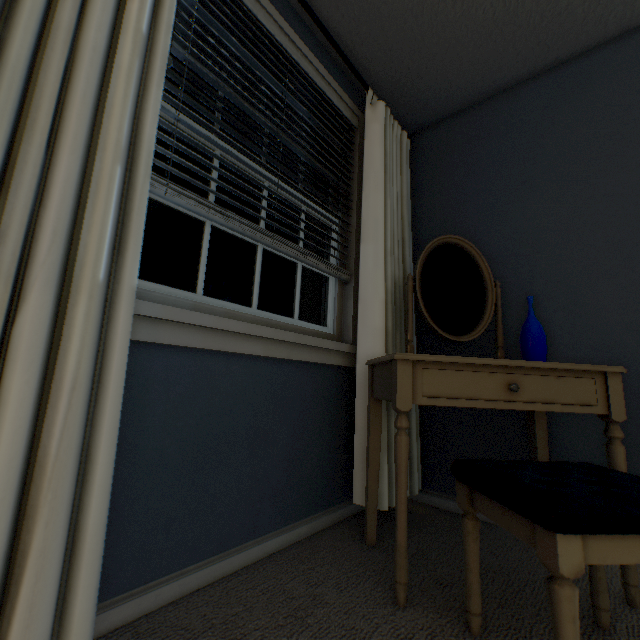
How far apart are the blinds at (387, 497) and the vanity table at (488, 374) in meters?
0.1 m

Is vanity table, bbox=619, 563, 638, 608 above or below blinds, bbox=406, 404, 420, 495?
below

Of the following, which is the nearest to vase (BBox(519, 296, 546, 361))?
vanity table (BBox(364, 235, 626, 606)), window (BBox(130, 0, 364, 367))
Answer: vanity table (BBox(364, 235, 626, 606))

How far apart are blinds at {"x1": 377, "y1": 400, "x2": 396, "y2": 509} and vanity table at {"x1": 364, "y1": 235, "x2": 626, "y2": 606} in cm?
5

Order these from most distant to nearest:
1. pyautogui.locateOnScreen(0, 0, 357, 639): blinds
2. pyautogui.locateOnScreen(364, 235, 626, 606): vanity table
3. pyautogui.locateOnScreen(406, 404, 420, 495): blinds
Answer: pyautogui.locateOnScreen(406, 404, 420, 495): blinds < pyautogui.locateOnScreen(364, 235, 626, 606): vanity table < pyautogui.locateOnScreen(0, 0, 357, 639): blinds

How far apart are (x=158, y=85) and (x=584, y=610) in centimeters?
199cm

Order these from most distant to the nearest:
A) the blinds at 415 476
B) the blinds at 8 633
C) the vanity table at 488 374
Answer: the blinds at 415 476 < the vanity table at 488 374 < the blinds at 8 633

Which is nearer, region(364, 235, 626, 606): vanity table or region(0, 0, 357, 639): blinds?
region(0, 0, 357, 639): blinds
